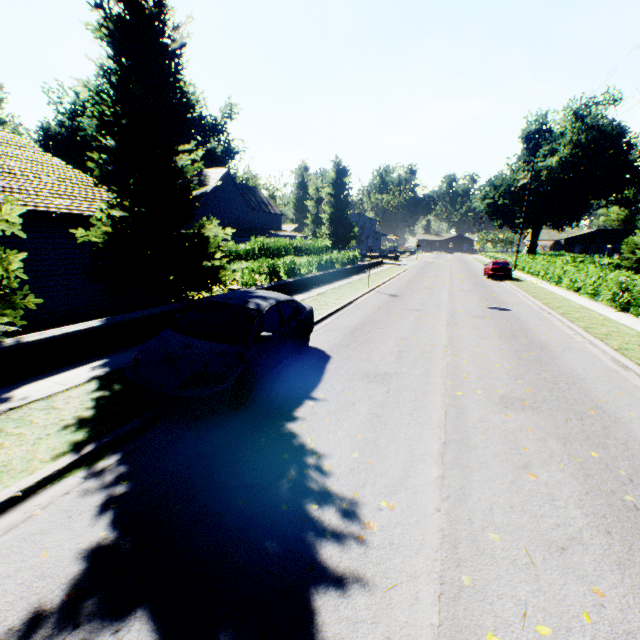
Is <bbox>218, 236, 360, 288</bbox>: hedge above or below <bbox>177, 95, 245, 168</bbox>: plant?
below

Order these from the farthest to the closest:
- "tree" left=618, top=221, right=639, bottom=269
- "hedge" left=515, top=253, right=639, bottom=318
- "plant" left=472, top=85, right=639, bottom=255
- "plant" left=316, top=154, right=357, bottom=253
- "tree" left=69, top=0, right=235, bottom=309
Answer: "plant" left=316, top=154, right=357, bottom=253 < "plant" left=472, top=85, right=639, bottom=255 < "tree" left=618, top=221, right=639, bottom=269 < "hedge" left=515, top=253, right=639, bottom=318 < "tree" left=69, top=0, right=235, bottom=309

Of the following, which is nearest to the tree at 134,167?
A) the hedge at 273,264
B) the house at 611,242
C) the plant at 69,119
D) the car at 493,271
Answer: the hedge at 273,264

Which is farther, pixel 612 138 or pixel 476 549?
pixel 612 138

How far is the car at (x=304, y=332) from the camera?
4.9 meters

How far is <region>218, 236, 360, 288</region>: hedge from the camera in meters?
15.1

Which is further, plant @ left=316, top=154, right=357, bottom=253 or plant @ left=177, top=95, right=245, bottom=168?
plant @ left=316, top=154, right=357, bottom=253

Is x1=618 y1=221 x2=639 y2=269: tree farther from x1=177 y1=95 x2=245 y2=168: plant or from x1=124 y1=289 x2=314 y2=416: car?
x1=124 y1=289 x2=314 y2=416: car
